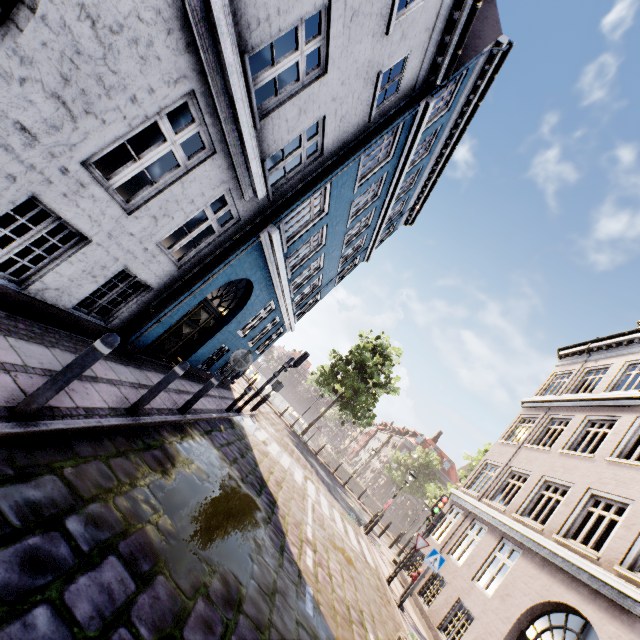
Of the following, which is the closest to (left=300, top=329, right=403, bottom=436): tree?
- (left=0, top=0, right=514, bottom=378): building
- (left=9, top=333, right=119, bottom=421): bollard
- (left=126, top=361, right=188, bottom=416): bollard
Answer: (left=0, top=0, right=514, bottom=378): building

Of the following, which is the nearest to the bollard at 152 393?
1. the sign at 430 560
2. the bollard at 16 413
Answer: the bollard at 16 413

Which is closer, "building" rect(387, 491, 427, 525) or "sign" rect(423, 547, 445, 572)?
"sign" rect(423, 547, 445, 572)

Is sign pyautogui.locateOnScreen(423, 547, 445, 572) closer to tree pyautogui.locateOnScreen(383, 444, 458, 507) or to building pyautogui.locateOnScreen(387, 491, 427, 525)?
tree pyautogui.locateOnScreen(383, 444, 458, 507)

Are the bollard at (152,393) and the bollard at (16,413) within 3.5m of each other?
yes

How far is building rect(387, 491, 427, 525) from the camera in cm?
5244

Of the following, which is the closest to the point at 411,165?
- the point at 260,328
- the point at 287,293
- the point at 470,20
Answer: the point at 470,20

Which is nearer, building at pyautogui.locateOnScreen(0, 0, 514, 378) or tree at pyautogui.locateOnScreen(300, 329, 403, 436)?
building at pyautogui.locateOnScreen(0, 0, 514, 378)
